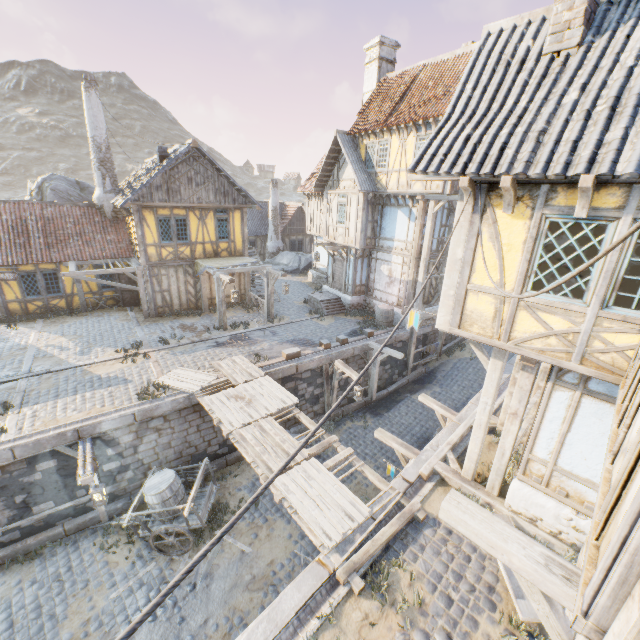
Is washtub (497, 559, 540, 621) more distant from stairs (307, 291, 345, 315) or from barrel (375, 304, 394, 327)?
stairs (307, 291, 345, 315)

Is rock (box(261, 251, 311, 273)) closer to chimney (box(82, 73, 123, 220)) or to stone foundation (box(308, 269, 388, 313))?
stone foundation (box(308, 269, 388, 313))

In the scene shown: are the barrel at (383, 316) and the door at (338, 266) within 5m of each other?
yes

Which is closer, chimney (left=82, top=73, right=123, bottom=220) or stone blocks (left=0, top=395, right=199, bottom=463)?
stone blocks (left=0, top=395, right=199, bottom=463)

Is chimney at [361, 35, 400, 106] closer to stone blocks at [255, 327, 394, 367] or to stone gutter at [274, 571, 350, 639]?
stone blocks at [255, 327, 394, 367]

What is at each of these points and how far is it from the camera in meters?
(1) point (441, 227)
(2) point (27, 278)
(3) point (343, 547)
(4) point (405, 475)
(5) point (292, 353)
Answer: (1) building, 17.3 m
(2) building, 16.5 m
(3) stone blocks, 6.3 m
(4) stone blocks, 8.0 m
(5) stone blocks, 13.6 m

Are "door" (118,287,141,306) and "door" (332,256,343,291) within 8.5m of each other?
no

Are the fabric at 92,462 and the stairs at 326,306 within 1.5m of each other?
no
